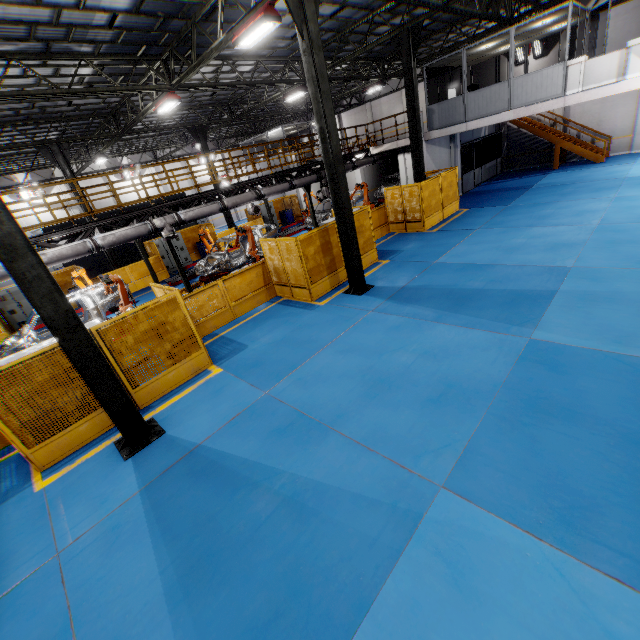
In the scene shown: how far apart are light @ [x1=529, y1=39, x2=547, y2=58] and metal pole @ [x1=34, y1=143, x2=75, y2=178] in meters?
28.2 m

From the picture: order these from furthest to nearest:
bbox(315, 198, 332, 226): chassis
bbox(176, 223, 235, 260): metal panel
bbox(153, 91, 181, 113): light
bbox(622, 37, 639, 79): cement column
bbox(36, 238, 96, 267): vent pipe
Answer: bbox(176, 223, 235, 260): metal panel, bbox(315, 198, 332, 226): chassis, bbox(153, 91, 181, 113): light, bbox(622, 37, 639, 79): cement column, bbox(36, 238, 96, 267): vent pipe

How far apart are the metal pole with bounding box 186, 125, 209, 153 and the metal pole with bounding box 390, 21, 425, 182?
12.9 meters

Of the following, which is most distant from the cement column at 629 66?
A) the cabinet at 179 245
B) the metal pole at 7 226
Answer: the cabinet at 179 245

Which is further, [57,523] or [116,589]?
[57,523]

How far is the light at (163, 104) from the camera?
12.9m

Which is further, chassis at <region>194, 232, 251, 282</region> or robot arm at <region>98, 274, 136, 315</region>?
chassis at <region>194, 232, 251, 282</region>

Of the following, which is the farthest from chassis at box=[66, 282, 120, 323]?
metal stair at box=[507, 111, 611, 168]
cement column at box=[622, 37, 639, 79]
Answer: cement column at box=[622, 37, 639, 79]
